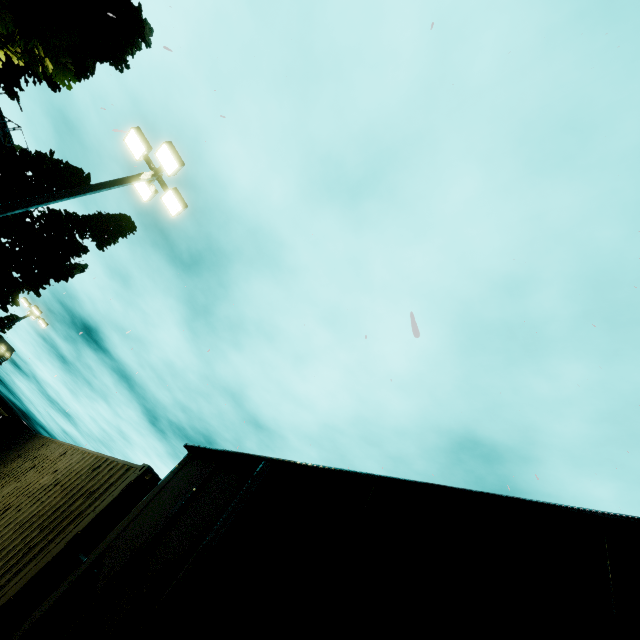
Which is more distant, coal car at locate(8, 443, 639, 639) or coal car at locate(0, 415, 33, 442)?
coal car at locate(0, 415, 33, 442)

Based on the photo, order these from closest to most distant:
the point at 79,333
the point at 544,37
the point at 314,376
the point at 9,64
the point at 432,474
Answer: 1. the point at 79,333
2. the point at 432,474
3. the point at 544,37
4. the point at 314,376
5. the point at 9,64

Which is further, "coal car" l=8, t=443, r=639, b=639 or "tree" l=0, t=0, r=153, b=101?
"tree" l=0, t=0, r=153, b=101

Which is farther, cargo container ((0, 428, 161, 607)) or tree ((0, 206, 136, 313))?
tree ((0, 206, 136, 313))

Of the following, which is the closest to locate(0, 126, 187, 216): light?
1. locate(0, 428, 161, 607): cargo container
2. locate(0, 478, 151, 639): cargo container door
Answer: locate(0, 428, 161, 607): cargo container

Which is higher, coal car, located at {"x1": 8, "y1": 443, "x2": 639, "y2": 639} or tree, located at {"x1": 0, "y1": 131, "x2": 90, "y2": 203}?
tree, located at {"x1": 0, "y1": 131, "x2": 90, "y2": 203}

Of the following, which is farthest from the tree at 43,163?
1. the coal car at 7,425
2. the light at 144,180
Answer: the coal car at 7,425

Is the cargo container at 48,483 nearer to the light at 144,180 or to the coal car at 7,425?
the coal car at 7,425
